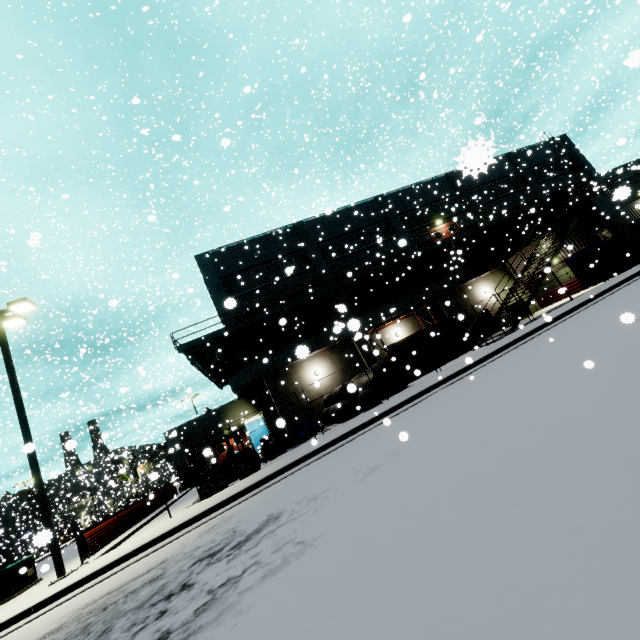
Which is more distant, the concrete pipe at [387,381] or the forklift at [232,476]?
the concrete pipe at [387,381]

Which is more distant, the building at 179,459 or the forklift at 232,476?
the building at 179,459

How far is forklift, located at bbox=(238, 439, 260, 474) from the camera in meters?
12.9

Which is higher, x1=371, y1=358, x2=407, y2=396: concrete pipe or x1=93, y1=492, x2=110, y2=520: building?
x1=93, y1=492, x2=110, y2=520: building

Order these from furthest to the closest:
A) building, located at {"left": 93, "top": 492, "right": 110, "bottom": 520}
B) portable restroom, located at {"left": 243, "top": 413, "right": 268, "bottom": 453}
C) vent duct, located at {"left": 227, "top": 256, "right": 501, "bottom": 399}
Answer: building, located at {"left": 93, "top": 492, "right": 110, "bottom": 520} → portable restroom, located at {"left": 243, "top": 413, "right": 268, "bottom": 453} → vent duct, located at {"left": 227, "top": 256, "right": 501, "bottom": 399}

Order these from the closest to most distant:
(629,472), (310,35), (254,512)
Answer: (629,472), (254,512), (310,35)

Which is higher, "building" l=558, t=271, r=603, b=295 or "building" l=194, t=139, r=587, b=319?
"building" l=194, t=139, r=587, b=319
